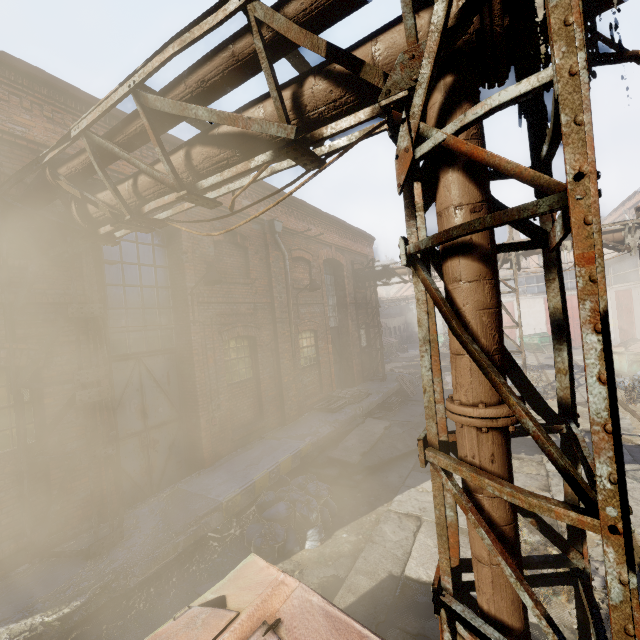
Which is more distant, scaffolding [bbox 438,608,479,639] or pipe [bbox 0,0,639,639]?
scaffolding [bbox 438,608,479,639]

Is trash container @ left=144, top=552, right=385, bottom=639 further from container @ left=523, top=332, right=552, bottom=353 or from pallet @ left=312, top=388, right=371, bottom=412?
container @ left=523, top=332, right=552, bottom=353

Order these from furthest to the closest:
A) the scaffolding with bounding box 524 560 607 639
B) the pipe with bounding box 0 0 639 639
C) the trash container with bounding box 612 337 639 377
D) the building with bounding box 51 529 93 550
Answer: the trash container with bounding box 612 337 639 377 < the building with bounding box 51 529 93 550 < the scaffolding with bounding box 524 560 607 639 < the pipe with bounding box 0 0 639 639

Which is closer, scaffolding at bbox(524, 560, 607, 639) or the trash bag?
scaffolding at bbox(524, 560, 607, 639)

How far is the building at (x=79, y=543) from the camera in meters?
4.9 m

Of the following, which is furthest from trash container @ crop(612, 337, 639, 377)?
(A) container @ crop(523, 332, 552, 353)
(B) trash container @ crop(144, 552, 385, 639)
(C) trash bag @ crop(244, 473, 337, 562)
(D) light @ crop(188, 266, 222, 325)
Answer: (D) light @ crop(188, 266, 222, 325)

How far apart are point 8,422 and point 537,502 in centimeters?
660cm

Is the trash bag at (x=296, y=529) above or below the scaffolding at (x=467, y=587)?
below
